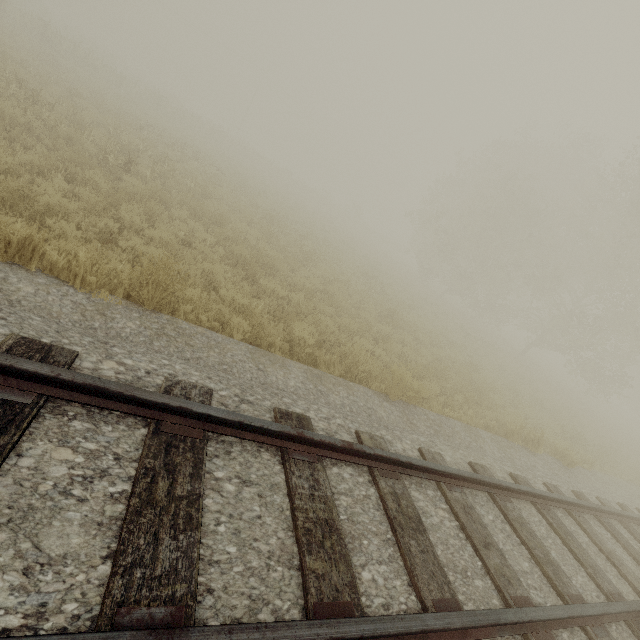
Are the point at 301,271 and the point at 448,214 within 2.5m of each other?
no
